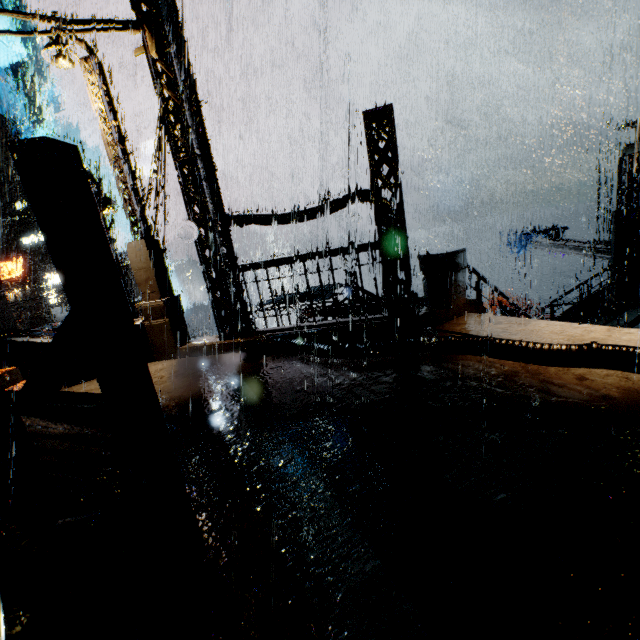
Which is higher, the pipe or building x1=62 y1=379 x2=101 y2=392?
the pipe

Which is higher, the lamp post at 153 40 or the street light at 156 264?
the lamp post at 153 40

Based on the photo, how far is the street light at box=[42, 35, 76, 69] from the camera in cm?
681

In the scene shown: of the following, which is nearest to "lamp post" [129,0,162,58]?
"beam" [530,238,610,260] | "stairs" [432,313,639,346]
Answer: "stairs" [432,313,639,346]

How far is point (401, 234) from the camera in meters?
7.5 m

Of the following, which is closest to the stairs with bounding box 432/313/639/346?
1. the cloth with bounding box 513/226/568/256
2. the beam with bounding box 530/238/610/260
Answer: the beam with bounding box 530/238/610/260

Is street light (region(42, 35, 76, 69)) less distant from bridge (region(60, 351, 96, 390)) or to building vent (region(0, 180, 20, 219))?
bridge (region(60, 351, 96, 390))

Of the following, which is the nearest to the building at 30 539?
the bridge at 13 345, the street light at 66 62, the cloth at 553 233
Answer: the bridge at 13 345
